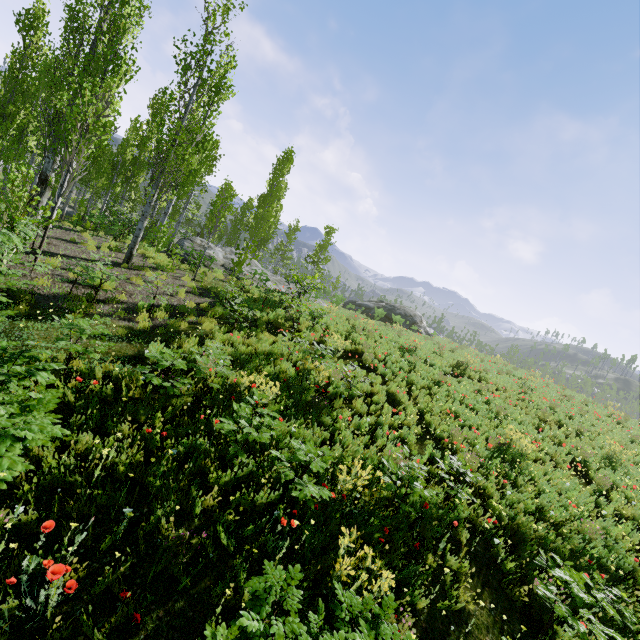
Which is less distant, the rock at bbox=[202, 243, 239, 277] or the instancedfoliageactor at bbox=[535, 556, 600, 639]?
the instancedfoliageactor at bbox=[535, 556, 600, 639]

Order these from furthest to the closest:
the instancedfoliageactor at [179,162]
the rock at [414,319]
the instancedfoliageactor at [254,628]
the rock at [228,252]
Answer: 1. the rock at [414,319]
2. the rock at [228,252]
3. the instancedfoliageactor at [179,162]
4. the instancedfoliageactor at [254,628]

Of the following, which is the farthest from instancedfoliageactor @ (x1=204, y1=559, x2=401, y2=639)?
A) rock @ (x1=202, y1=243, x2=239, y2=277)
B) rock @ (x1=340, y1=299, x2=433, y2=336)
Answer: rock @ (x1=340, y1=299, x2=433, y2=336)

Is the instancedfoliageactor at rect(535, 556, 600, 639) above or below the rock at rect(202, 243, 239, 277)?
below

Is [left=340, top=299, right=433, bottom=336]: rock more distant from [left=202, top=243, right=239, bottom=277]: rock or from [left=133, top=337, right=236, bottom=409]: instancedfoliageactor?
[left=133, top=337, right=236, bottom=409]: instancedfoliageactor

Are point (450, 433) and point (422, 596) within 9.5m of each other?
yes

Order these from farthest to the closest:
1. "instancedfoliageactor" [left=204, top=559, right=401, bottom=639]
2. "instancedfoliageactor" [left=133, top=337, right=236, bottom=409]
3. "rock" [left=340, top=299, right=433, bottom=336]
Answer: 1. "rock" [left=340, top=299, right=433, bottom=336]
2. "instancedfoliageactor" [left=133, top=337, right=236, bottom=409]
3. "instancedfoliageactor" [left=204, top=559, right=401, bottom=639]

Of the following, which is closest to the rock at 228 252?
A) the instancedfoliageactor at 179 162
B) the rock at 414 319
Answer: the instancedfoliageactor at 179 162
